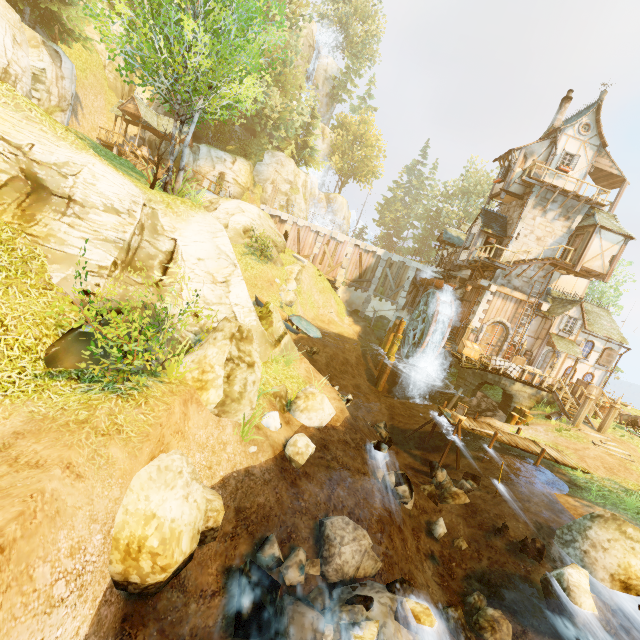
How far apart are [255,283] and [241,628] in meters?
19.9

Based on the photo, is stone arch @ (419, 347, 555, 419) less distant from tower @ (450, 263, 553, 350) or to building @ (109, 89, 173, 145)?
tower @ (450, 263, 553, 350)

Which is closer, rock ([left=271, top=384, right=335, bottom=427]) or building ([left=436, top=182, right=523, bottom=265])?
rock ([left=271, top=384, right=335, bottom=427])

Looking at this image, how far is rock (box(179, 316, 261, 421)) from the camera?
8.06m

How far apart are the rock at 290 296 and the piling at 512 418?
17.4 meters

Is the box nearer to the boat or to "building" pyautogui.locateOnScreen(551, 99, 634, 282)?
"building" pyautogui.locateOnScreen(551, 99, 634, 282)

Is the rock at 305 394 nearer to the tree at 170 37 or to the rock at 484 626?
the rock at 484 626

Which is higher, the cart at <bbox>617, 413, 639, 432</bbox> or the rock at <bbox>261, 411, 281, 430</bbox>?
the cart at <bbox>617, 413, 639, 432</bbox>
